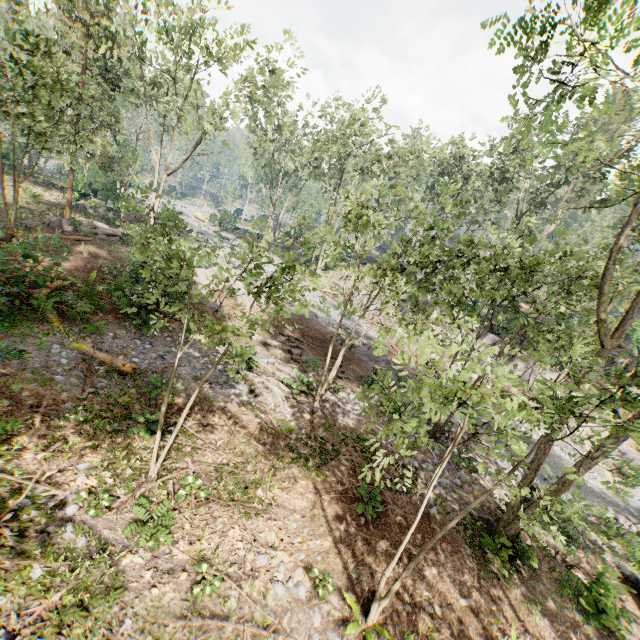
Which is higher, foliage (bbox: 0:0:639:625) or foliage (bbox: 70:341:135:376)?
foliage (bbox: 0:0:639:625)

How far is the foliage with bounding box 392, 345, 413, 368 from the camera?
3.7m

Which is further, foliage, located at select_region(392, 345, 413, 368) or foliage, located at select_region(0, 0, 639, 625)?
foliage, located at select_region(0, 0, 639, 625)

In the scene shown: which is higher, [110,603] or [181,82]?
[181,82]

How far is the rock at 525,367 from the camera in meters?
23.3 m

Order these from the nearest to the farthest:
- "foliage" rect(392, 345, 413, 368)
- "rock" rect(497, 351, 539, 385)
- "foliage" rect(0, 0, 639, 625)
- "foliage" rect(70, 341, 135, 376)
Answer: "foliage" rect(392, 345, 413, 368) < "foliage" rect(0, 0, 639, 625) < "foliage" rect(70, 341, 135, 376) < "rock" rect(497, 351, 539, 385)

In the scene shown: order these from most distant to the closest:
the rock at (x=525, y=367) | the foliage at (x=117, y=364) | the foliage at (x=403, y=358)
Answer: the rock at (x=525, y=367), the foliage at (x=117, y=364), the foliage at (x=403, y=358)
